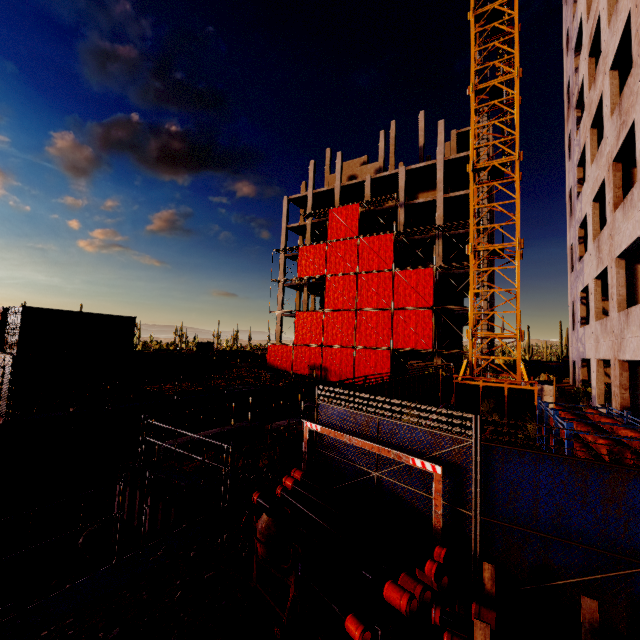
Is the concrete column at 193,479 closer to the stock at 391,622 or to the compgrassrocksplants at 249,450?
the compgrassrocksplants at 249,450

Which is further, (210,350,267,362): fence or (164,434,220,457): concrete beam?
(210,350,267,362): fence

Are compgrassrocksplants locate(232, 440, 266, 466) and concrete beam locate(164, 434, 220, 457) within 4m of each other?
yes

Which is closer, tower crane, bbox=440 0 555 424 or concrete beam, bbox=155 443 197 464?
concrete beam, bbox=155 443 197 464

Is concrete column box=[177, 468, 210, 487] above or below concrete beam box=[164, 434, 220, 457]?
below

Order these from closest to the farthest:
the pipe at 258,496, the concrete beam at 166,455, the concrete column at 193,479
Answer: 1. the pipe at 258,496
2. the concrete column at 193,479
3. the concrete beam at 166,455

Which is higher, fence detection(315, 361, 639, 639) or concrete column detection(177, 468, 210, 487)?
fence detection(315, 361, 639, 639)

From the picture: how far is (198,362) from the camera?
27.50m
